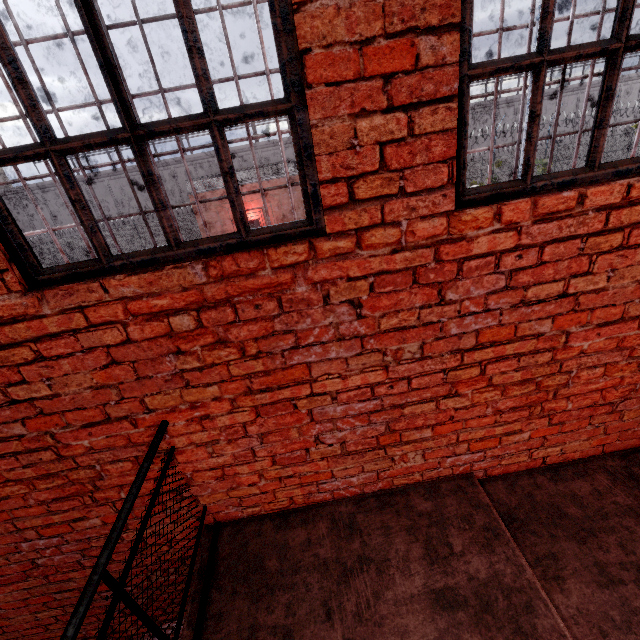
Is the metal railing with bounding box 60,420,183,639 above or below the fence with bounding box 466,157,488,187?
above

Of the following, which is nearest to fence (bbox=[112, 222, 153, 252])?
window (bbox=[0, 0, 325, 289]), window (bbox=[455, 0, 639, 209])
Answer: window (bbox=[455, 0, 639, 209])

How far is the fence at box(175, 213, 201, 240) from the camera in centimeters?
3250cm

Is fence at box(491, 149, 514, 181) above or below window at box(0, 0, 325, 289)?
below

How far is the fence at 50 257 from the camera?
29.9 meters

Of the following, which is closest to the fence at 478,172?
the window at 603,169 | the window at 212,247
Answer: the window at 603,169

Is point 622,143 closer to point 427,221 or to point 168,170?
point 427,221

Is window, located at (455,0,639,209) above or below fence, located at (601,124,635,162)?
above
